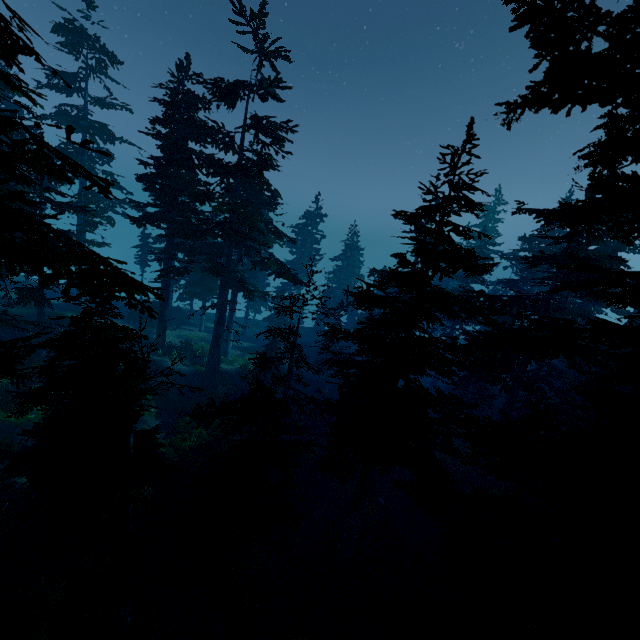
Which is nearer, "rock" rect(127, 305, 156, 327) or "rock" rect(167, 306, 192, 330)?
"rock" rect(127, 305, 156, 327)

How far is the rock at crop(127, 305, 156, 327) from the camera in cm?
3466

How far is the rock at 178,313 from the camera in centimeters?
3591cm

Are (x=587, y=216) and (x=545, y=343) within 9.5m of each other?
yes

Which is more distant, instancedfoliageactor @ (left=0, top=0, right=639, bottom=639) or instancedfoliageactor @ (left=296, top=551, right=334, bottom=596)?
instancedfoliageactor @ (left=296, top=551, right=334, bottom=596)

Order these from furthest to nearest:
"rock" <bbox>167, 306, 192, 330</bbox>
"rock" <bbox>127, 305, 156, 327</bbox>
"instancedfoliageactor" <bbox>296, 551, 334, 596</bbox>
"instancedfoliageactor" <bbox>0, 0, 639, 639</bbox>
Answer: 1. "rock" <bbox>167, 306, 192, 330</bbox>
2. "rock" <bbox>127, 305, 156, 327</bbox>
3. "instancedfoliageactor" <bbox>296, 551, 334, 596</bbox>
4. "instancedfoliageactor" <bbox>0, 0, 639, 639</bbox>

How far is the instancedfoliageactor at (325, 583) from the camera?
15.3 meters
